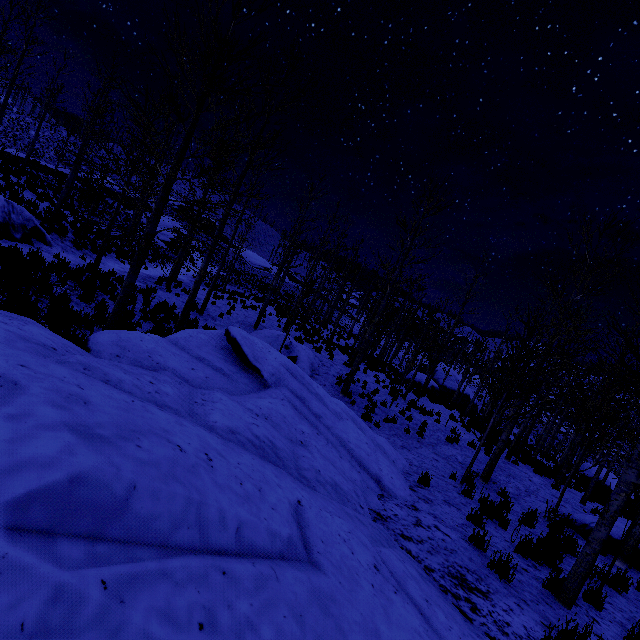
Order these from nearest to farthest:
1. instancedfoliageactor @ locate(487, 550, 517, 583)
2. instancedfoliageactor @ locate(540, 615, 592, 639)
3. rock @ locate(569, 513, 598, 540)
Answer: instancedfoliageactor @ locate(540, 615, 592, 639) → instancedfoliageactor @ locate(487, 550, 517, 583) → rock @ locate(569, 513, 598, 540)

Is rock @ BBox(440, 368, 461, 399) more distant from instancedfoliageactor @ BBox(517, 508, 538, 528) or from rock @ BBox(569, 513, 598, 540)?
rock @ BBox(569, 513, 598, 540)

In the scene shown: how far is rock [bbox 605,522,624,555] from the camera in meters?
8.1 m

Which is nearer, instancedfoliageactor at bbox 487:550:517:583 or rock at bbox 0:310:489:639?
rock at bbox 0:310:489:639

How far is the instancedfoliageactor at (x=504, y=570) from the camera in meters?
4.1 m

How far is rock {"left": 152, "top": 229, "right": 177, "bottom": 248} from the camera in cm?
3666

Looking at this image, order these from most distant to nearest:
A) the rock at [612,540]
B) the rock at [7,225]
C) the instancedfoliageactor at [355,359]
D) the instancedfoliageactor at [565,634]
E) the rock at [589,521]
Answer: the rock at [7,225] → the rock at [589,521] → the rock at [612,540] → the instancedfoliageactor at [355,359] → the instancedfoliageactor at [565,634]

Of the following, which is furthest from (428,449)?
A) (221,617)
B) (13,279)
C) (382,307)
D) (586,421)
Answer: (13,279)
